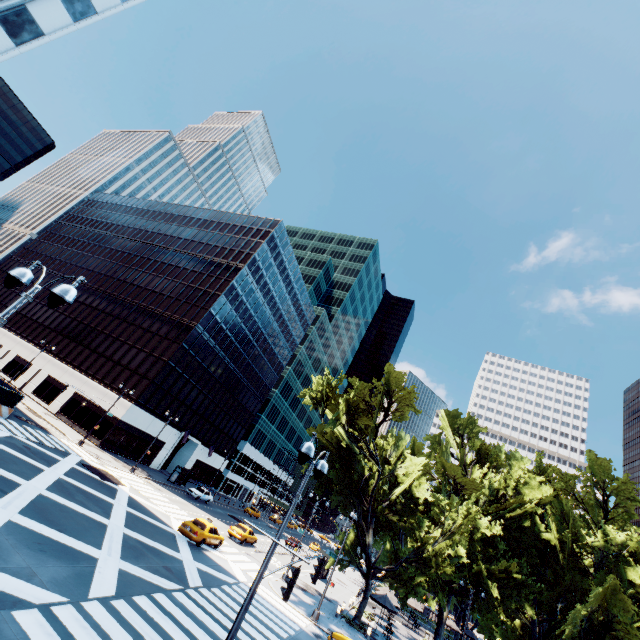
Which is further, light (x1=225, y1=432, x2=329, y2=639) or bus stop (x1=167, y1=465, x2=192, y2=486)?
bus stop (x1=167, y1=465, x2=192, y2=486)

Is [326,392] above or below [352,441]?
above

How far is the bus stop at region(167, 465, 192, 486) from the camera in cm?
4438

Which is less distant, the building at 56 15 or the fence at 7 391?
the building at 56 15

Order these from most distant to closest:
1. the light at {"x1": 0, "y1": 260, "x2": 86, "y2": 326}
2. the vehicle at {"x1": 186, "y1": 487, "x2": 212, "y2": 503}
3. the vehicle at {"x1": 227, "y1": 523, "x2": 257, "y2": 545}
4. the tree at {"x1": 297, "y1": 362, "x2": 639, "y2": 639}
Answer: the vehicle at {"x1": 186, "y1": 487, "x2": 212, "y2": 503} → the vehicle at {"x1": 227, "y1": 523, "x2": 257, "y2": 545} → the tree at {"x1": 297, "y1": 362, "x2": 639, "y2": 639} → the light at {"x1": 0, "y1": 260, "x2": 86, "y2": 326}

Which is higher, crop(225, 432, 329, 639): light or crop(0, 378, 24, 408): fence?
crop(225, 432, 329, 639): light

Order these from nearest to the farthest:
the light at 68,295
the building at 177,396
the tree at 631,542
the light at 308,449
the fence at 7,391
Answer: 1. the light at 68,295
2. the light at 308,449
3. the tree at 631,542
4. the fence at 7,391
5. the building at 177,396

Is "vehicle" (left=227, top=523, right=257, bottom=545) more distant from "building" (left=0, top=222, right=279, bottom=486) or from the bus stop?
"building" (left=0, top=222, right=279, bottom=486)
